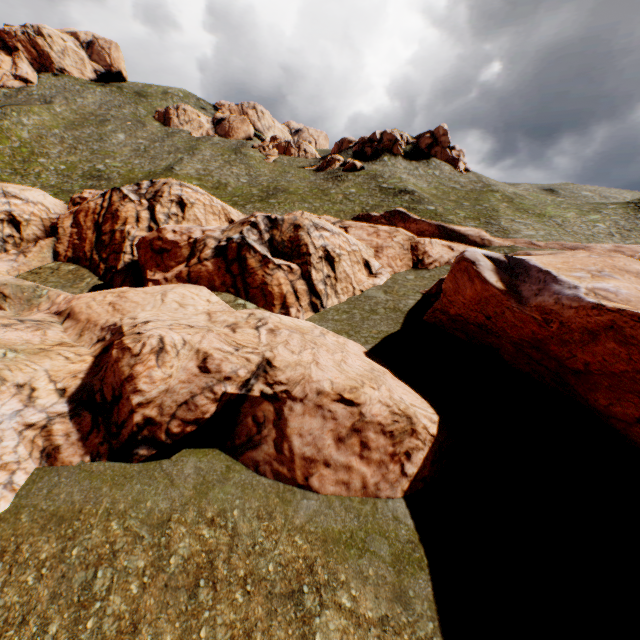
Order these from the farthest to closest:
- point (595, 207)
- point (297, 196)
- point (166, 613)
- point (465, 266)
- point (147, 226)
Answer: point (297, 196) → point (595, 207) → point (147, 226) → point (465, 266) → point (166, 613)
